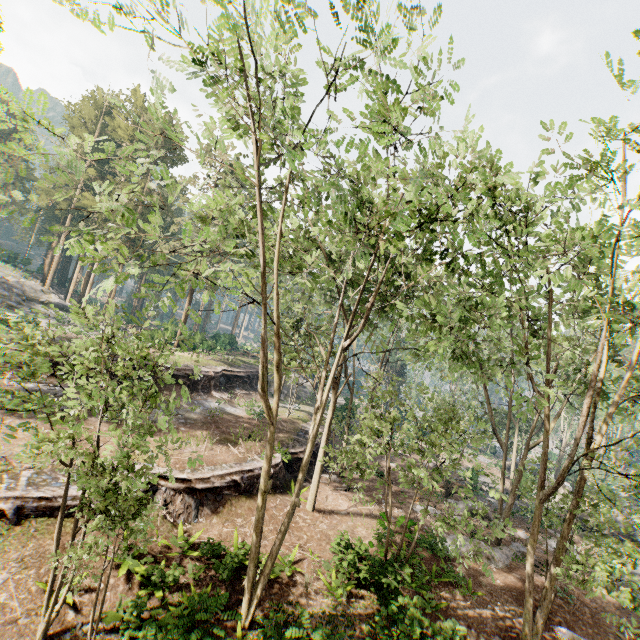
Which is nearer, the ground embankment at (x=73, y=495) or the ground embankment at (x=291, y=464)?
the ground embankment at (x=73, y=495)

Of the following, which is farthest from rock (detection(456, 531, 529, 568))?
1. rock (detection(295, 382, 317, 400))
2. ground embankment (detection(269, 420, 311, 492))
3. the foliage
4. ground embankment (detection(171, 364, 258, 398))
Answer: rock (detection(295, 382, 317, 400))

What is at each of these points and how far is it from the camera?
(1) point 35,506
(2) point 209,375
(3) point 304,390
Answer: (1) ground embankment, 11.77m
(2) ground embankment, 29.84m
(3) rock, 44.09m

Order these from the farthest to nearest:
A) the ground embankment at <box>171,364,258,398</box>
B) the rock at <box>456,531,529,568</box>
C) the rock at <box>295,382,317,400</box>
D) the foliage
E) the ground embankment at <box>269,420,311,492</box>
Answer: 1. the rock at <box>295,382,317,400</box>
2. the ground embankment at <box>171,364,258,398</box>
3. the ground embankment at <box>269,420,311,492</box>
4. the rock at <box>456,531,529,568</box>
5. the foliage

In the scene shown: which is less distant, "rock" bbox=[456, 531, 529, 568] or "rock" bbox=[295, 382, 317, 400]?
"rock" bbox=[456, 531, 529, 568]

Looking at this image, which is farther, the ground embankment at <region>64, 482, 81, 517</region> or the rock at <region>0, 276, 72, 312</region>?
the rock at <region>0, 276, 72, 312</region>

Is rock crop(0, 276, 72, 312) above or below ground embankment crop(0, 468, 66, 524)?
above

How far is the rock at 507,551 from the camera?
18.6 meters
